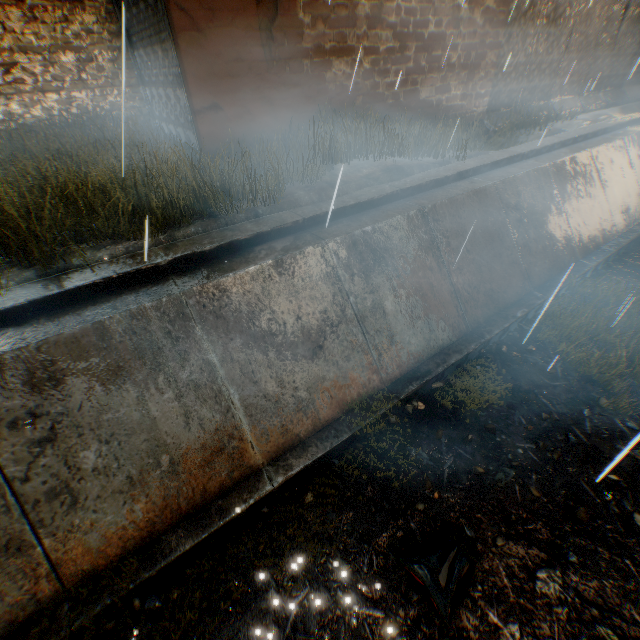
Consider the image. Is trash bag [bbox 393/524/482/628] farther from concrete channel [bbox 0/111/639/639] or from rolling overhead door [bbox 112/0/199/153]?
rolling overhead door [bbox 112/0/199/153]

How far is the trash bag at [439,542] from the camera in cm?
328

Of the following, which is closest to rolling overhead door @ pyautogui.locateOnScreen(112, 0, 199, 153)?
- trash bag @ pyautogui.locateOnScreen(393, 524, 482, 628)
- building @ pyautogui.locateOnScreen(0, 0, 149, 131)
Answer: building @ pyautogui.locateOnScreen(0, 0, 149, 131)

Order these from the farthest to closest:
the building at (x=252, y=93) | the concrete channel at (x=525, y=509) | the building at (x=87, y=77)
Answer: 1. the building at (x=87, y=77)
2. the building at (x=252, y=93)
3. the concrete channel at (x=525, y=509)

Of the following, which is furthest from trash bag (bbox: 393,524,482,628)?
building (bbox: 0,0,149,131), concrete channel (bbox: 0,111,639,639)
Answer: building (bbox: 0,0,149,131)

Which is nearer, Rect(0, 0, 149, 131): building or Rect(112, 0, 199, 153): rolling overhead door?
Rect(112, 0, 199, 153): rolling overhead door

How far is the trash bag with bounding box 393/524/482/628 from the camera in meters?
3.3 m

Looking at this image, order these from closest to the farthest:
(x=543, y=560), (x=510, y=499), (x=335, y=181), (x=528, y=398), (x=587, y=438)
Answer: (x=543, y=560), (x=510, y=499), (x=587, y=438), (x=528, y=398), (x=335, y=181)
